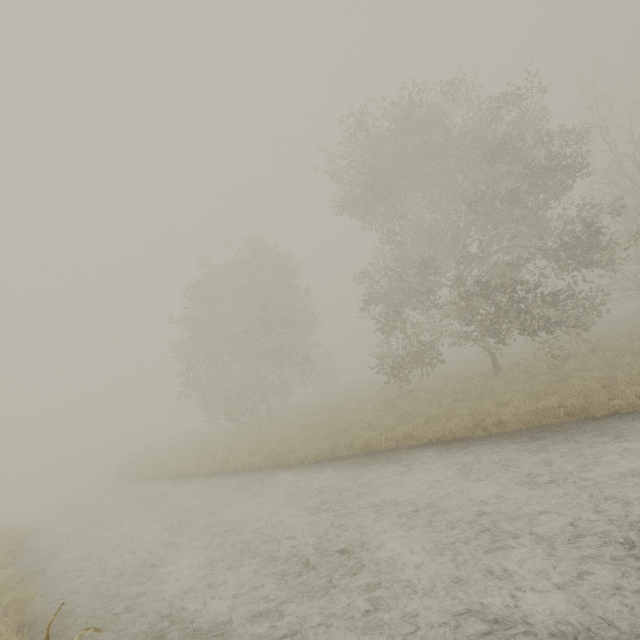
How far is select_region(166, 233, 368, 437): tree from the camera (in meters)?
23.02

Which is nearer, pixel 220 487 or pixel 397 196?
pixel 220 487

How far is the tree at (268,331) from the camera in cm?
2302

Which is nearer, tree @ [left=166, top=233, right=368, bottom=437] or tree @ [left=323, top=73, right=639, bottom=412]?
tree @ [left=323, top=73, right=639, bottom=412]

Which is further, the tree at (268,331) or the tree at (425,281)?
the tree at (268,331)
